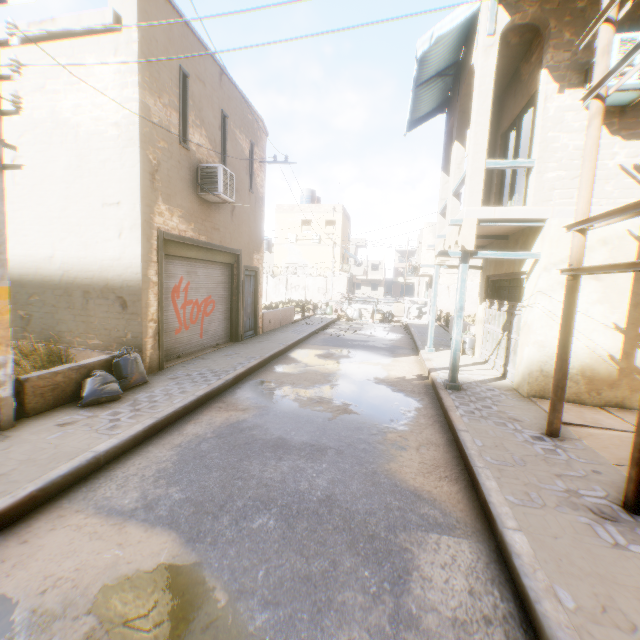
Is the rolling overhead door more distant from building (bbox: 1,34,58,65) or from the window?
the window

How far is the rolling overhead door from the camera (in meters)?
8.49

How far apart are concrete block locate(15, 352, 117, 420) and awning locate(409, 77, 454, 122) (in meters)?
2.63

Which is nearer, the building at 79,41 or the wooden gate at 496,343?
the building at 79,41

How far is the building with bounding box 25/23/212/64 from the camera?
6.6m

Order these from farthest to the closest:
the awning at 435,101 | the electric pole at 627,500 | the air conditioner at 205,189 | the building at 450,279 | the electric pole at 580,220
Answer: the building at 450,279 → the awning at 435,101 → the air conditioner at 205,189 → the electric pole at 580,220 → the electric pole at 627,500

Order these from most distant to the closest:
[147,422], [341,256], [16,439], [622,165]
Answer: [341,256]
[622,165]
[147,422]
[16,439]

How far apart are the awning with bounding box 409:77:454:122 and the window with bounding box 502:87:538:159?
1.4 meters
